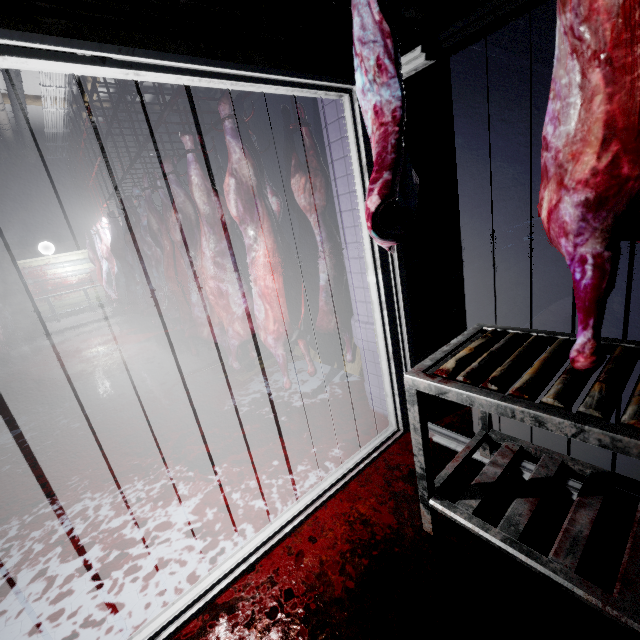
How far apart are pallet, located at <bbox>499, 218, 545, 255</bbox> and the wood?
2.2m

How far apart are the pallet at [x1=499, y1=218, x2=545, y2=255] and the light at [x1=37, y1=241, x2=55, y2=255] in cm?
956

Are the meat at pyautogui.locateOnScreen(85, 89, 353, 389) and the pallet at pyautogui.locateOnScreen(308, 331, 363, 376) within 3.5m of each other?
yes

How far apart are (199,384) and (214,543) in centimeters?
207cm

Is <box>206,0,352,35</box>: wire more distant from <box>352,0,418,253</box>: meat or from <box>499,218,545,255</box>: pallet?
<box>499,218,545,255</box>: pallet

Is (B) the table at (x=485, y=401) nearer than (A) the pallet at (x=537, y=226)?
Yes

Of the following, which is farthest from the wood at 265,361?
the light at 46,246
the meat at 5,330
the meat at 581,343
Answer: the light at 46,246

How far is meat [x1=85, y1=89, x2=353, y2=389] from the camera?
2.1 meters
